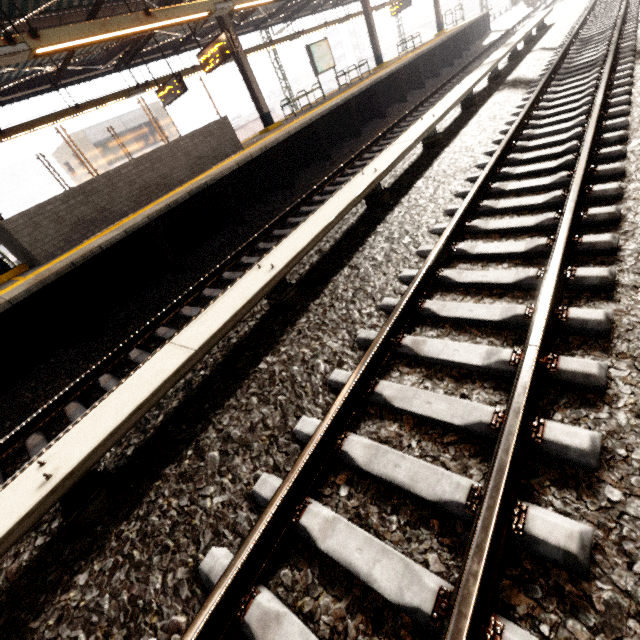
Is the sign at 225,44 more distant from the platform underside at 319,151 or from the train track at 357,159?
the train track at 357,159

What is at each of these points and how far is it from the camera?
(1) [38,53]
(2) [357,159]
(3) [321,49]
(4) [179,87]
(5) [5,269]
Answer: (1) awning structure, 5.6m
(2) train track, 8.7m
(3) sign, 14.1m
(4) sign, 10.6m
(5) awning structure, 7.2m

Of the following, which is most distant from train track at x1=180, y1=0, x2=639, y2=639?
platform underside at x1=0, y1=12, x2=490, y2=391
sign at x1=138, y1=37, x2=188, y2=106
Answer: sign at x1=138, y1=37, x2=188, y2=106

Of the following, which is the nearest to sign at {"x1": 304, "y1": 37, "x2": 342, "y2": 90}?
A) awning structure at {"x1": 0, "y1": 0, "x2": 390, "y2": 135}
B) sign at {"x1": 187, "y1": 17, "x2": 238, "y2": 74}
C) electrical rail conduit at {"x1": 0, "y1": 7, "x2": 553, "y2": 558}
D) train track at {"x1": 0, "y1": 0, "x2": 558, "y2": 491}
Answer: awning structure at {"x1": 0, "y1": 0, "x2": 390, "y2": 135}

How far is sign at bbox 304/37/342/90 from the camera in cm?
1369

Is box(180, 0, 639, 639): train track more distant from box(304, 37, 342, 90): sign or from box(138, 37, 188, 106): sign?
box(138, 37, 188, 106): sign

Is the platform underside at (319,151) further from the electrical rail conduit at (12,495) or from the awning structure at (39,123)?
the electrical rail conduit at (12,495)

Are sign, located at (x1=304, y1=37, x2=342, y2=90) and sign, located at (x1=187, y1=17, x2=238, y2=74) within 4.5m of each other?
no
